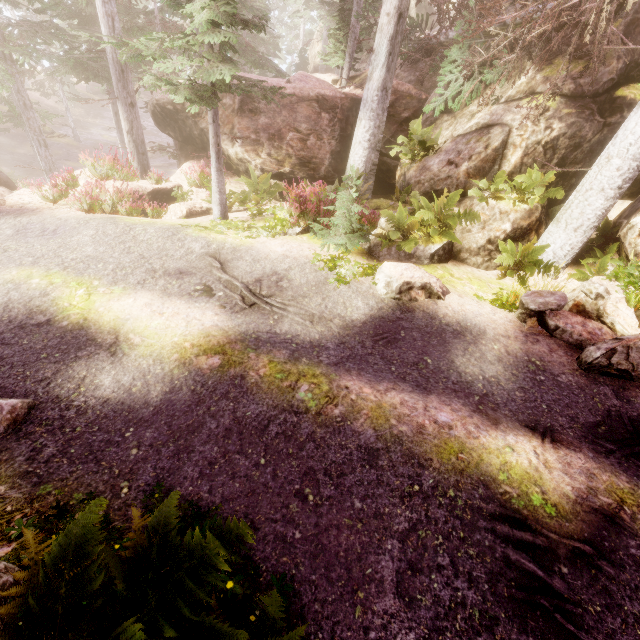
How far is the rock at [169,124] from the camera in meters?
11.5 m

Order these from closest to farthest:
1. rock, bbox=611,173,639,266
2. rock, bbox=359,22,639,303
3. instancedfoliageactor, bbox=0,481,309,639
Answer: instancedfoliageactor, bbox=0,481,309,639, rock, bbox=611,173,639,266, rock, bbox=359,22,639,303

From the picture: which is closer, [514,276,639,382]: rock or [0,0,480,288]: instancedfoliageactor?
[514,276,639,382]: rock

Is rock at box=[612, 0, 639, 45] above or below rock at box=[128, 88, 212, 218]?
above

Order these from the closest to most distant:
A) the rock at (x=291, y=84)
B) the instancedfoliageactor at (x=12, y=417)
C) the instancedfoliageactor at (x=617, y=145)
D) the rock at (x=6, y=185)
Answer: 1. the instancedfoliageactor at (x=12, y=417)
2. the instancedfoliageactor at (x=617, y=145)
3. the rock at (x=6, y=185)
4. the rock at (x=291, y=84)

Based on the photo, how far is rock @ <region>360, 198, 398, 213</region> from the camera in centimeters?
1087cm

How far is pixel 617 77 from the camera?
8.5m
